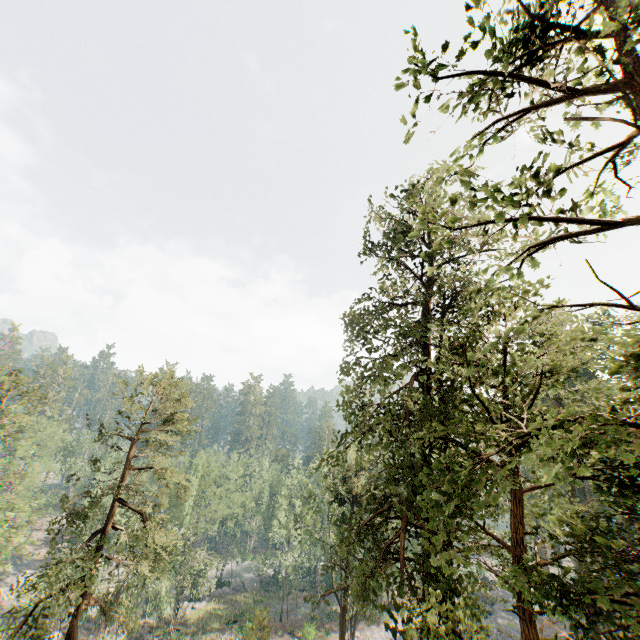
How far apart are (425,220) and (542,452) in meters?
5.1 m

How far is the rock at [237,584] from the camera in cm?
4323

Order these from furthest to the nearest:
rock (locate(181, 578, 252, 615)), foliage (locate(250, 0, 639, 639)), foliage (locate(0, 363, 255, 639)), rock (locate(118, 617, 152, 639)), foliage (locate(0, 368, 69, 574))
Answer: rock (locate(181, 578, 252, 615)) < rock (locate(118, 617, 152, 639)) < foliage (locate(0, 368, 69, 574)) < foliage (locate(0, 363, 255, 639)) < foliage (locate(250, 0, 639, 639))

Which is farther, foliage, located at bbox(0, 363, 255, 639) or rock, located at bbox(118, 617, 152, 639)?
rock, located at bbox(118, 617, 152, 639)

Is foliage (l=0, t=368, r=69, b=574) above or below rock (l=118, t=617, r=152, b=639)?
above

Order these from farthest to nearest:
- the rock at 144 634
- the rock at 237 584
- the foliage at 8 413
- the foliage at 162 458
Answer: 1. the rock at 237 584
2. the rock at 144 634
3. the foliage at 8 413
4. the foliage at 162 458

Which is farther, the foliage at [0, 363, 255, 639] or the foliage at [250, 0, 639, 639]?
the foliage at [0, 363, 255, 639]

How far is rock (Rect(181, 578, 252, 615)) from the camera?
43.2 meters
